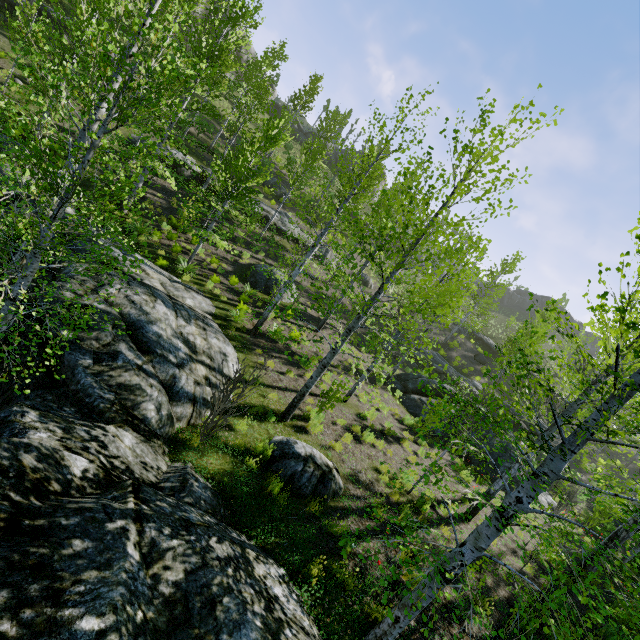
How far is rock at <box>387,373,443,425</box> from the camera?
16.3 meters

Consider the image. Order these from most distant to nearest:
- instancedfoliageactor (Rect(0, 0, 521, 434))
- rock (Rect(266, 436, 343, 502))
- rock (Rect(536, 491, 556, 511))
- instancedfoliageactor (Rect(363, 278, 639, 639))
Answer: rock (Rect(536, 491, 556, 511)) → rock (Rect(266, 436, 343, 502)) → instancedfoliageactor (Rect(0, 0, 521, 434)) → instancedfoliageactor (Rect(363, 278, 639, 639))

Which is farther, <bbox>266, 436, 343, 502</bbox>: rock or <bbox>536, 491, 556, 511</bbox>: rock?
<bbox>536, 491, 556, 511</bbox>: rock

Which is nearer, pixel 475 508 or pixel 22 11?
pixel 475 508

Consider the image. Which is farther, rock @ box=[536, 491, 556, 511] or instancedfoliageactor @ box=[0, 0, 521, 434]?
rock @ box=[536, 491, 556, 511]

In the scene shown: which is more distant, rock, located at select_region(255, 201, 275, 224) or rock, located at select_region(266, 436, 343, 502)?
rock, located at select_region(255, 201, 275, 224)

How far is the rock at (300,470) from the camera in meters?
6.7

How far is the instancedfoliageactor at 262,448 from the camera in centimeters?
688cm
